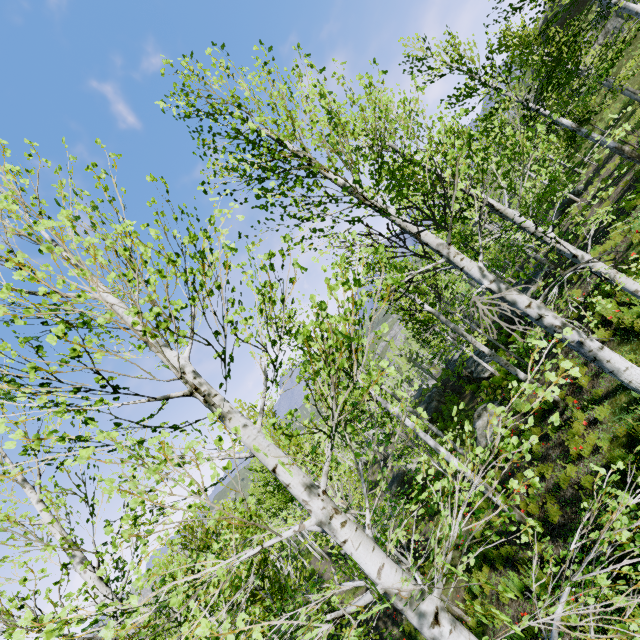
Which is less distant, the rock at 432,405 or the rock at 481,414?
the rock at 481,414

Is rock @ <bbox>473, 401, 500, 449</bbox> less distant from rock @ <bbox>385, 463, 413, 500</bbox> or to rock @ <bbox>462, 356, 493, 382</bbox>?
rock @ <bbox>462, 356, 493, 382</bbox>

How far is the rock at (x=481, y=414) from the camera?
14.75m

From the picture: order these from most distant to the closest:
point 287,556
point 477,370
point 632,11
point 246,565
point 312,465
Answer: point 287,556 < point 477,370 < point 246,565 < point 632,11 < point 312,465

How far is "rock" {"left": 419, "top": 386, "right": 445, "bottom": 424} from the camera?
27.2 meters

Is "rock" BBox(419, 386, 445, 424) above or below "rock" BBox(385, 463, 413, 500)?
above
